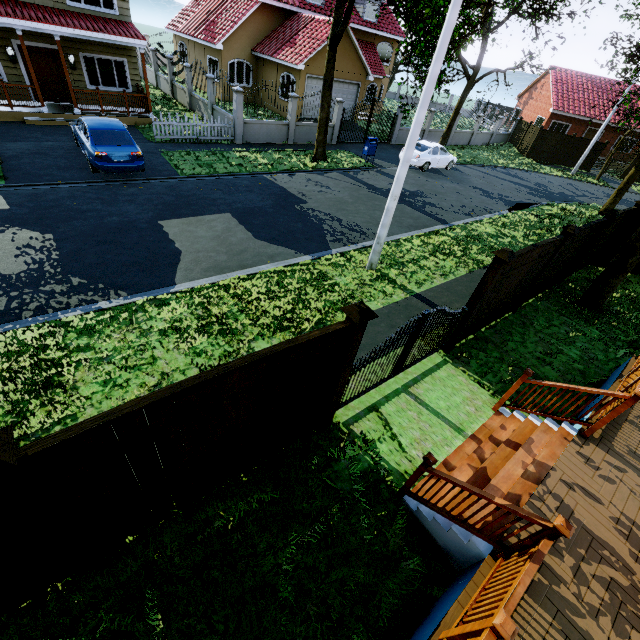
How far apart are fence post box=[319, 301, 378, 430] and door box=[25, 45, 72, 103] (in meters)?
20.18

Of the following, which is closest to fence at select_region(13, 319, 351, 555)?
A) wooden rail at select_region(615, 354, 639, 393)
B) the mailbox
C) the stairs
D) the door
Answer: the stairs

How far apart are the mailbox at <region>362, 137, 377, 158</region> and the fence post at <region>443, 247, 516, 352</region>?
14.6m

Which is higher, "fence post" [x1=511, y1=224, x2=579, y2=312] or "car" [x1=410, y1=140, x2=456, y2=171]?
"fence post" [x1=511, y1=224, x2=579, y2=312]

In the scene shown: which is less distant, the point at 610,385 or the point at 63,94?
the point at 610,385

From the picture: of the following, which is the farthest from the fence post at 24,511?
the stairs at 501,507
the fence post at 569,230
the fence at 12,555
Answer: the fence post at 569,230

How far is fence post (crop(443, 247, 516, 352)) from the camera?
5.74m

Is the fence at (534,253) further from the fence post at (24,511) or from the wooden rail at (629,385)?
the wooden rail at (629,385)
